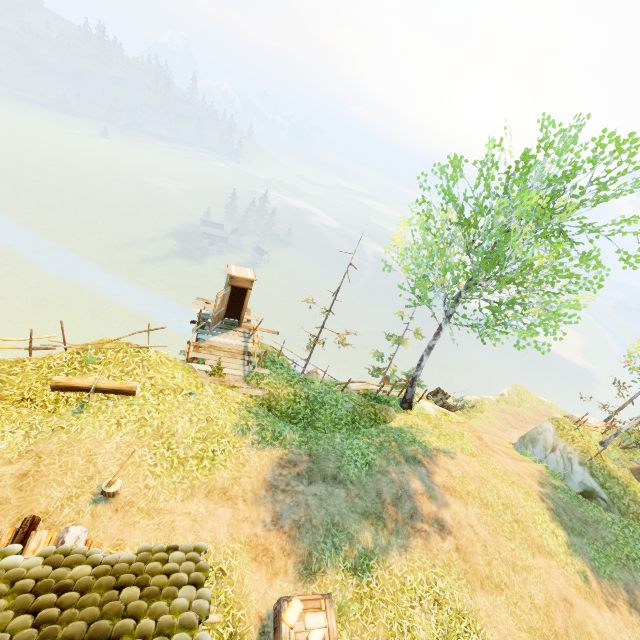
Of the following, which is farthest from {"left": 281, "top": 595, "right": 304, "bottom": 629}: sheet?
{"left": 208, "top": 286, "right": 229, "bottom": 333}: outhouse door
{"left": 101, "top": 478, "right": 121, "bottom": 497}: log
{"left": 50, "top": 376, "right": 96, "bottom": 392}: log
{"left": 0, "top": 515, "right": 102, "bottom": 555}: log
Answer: {"left": 208, "top": 286, "right": 229, "bottom": 333}: outhouse door

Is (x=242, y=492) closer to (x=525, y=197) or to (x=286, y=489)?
(x=286, y=489)

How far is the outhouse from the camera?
14.0 meters

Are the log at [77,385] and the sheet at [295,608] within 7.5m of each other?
yes

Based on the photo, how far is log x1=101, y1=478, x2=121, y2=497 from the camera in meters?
7.0

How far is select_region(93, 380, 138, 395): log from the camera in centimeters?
915cm

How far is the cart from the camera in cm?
1992

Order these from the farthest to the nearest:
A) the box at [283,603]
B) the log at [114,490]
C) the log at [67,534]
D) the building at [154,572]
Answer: the log at [114,490] → the box at [283,603] → the log at [67,534] → the building at [154,572]
